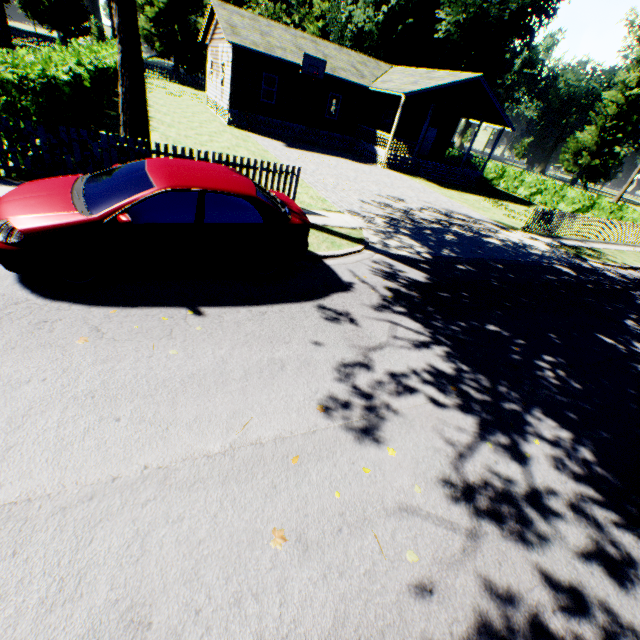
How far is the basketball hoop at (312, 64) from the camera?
20.28m

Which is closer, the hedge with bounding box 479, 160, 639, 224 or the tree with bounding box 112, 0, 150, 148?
the tree with bounding box 112, 0, 150, 148

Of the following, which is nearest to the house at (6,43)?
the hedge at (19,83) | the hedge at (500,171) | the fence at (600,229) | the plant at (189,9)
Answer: the hedge at (19,83)

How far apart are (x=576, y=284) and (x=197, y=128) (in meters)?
20.33

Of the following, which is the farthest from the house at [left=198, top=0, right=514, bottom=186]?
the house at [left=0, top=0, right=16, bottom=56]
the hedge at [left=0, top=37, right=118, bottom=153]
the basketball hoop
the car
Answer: the car

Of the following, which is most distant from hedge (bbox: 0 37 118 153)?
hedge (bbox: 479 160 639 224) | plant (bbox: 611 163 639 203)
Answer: plant (bbox: 611 163 639 203)

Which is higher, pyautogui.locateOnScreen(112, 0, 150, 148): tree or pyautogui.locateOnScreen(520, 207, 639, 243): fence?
pyautogui.locateOnScreen(112, 0, 150, 148): tree

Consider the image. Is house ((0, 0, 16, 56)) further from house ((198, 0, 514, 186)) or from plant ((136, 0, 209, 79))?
plant ((136, 0, 209, 79))
